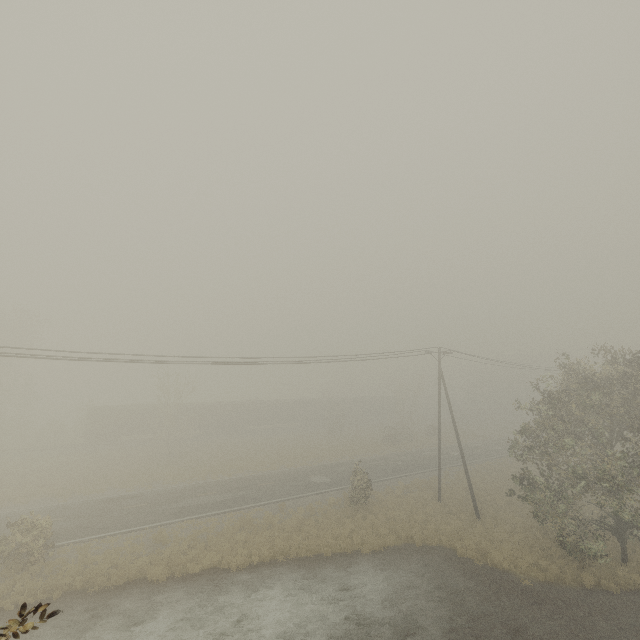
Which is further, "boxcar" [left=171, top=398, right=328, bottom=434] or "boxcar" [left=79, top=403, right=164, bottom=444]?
"boxcar" [left=171, top=398, right=328, bottom=434]

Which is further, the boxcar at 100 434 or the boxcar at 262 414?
the boxcar at 262 414

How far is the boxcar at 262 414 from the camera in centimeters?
4777cm

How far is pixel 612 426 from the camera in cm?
1688

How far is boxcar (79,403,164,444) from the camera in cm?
4134
